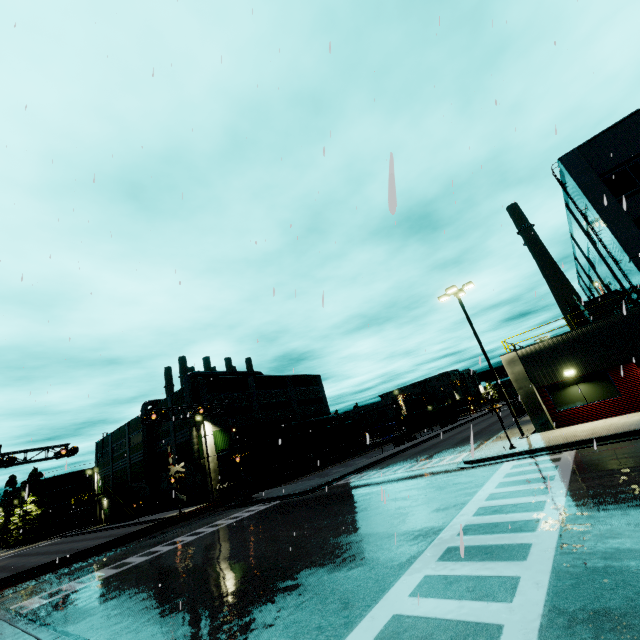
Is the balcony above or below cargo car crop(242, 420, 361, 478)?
above

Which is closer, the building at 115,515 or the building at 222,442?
the building at 222,442

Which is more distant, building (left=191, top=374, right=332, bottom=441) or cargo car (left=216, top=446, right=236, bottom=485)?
building (left=191, top=374, right=332, bottom=441)

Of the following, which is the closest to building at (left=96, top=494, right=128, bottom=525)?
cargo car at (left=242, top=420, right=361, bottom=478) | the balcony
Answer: the balcony

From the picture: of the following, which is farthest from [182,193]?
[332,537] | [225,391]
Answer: [225,391]

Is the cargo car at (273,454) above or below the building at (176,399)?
below

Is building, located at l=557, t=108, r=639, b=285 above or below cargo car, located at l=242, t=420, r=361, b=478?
above
